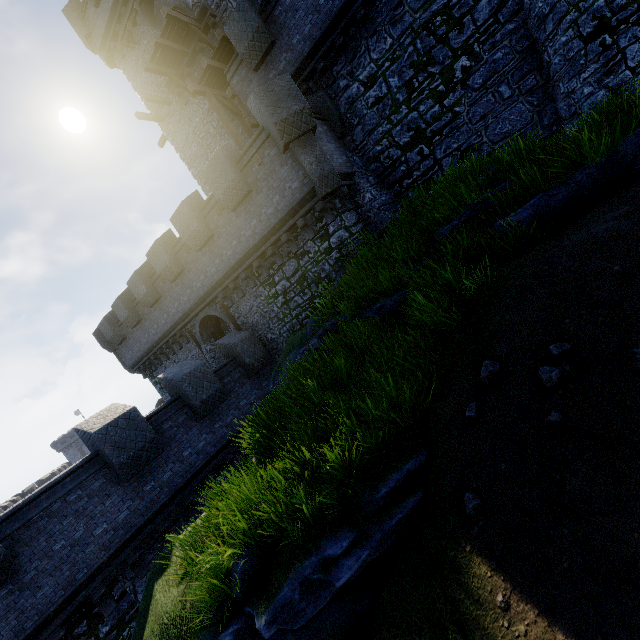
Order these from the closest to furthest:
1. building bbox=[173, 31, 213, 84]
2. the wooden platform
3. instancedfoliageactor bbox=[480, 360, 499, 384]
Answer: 1. instancedfoliageactor bbox=[480, 360, 499, 384]
2. the wooden platform
3. building bbox=[173, 31, 213, 84]

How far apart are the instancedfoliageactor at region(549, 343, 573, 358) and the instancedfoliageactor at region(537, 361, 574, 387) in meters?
0.1 m

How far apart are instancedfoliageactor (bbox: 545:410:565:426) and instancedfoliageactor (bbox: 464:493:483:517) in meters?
1.3

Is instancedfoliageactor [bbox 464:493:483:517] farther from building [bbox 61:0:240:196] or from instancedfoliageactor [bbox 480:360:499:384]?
building [bbox 61:0:240:196]

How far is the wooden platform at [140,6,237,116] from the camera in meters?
14.2

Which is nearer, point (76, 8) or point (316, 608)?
point (316, 608)

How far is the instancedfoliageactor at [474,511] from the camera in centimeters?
395cm

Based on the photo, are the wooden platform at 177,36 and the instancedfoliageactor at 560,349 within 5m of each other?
no
